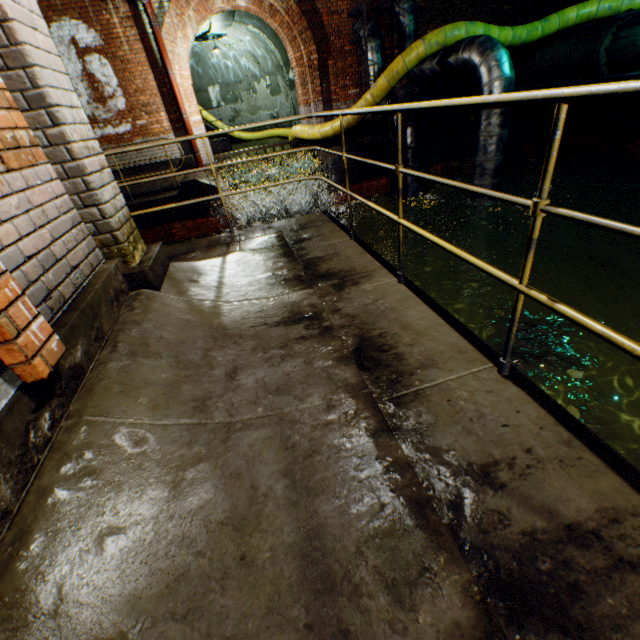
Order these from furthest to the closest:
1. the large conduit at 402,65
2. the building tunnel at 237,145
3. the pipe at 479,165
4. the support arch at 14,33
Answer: the building tunnel at 237,145 < the large conduit at 402,65 < the pipe at 479,165 < the support arch at 14,33

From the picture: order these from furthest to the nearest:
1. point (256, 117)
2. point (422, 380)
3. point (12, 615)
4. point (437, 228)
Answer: point (256, 117), point (437, 228), point (422, 380), point (12, 615)

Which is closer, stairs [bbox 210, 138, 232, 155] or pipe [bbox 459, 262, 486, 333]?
pipe [bbox 459, 262, 486, 333]

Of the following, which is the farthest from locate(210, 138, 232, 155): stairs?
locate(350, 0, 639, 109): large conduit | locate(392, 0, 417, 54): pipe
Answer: locate(392, 0, 417, 54): pipe

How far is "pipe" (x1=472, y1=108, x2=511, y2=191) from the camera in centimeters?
681cm

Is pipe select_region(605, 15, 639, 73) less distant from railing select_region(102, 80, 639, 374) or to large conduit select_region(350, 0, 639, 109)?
large conduit select_region(350, 0, 639, 109)

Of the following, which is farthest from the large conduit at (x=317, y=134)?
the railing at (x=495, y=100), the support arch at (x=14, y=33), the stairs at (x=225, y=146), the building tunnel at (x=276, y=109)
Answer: the support arch at (x=14, y=33)
